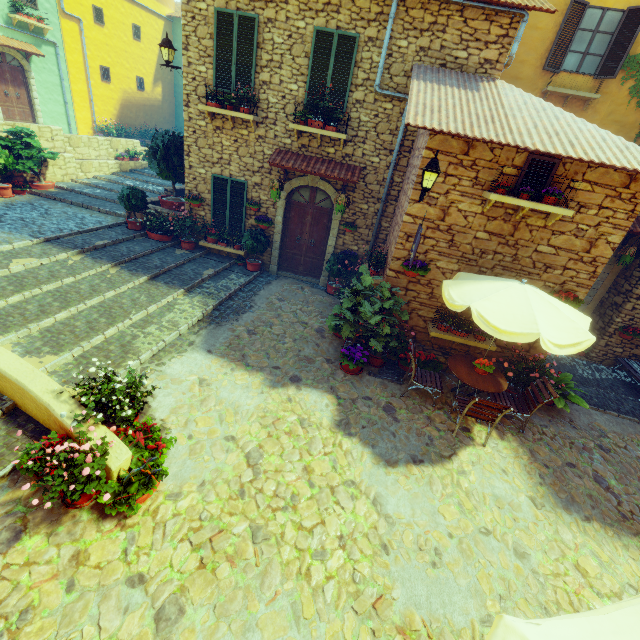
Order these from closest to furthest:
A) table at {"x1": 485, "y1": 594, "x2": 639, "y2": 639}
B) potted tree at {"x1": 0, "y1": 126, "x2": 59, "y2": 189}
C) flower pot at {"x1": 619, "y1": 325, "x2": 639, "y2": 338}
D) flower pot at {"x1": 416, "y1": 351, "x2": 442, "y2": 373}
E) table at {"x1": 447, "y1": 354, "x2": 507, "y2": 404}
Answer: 1. table at {"x1": 485, "y1": 594, "x2": 639, "y2": 639}
2. table at {"x1": 447, "y1": 354, "x2": 507, "y2": 404}
3. flower pot at {"x1": 416, "y1": 351, "x2": 442, "y2": 373}
4. flower pot at {"x1": 619, "y1": 325, "x2": 639, "y2": 338}
5. potted tree at {"x1": 0, "y1": 126, "x2": 59, "y2": 189}

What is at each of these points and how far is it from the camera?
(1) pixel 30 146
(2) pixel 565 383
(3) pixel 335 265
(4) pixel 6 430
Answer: (1) potted tree, 11.45m
(2) flower pot, 7.69m
(3) flower pot, 9.66m
(4) stair, 4.44m

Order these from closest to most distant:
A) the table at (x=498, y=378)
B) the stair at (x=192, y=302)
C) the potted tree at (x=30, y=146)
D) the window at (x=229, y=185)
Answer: the stair at (x=192, y=302) < the table at (x=498, y=378) < the window at (x=229, y=185) < the potted tree at (x=30, y=146)

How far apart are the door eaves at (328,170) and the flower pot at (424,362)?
4.6m

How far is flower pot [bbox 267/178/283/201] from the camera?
8.8m

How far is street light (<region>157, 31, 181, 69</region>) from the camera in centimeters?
857cm

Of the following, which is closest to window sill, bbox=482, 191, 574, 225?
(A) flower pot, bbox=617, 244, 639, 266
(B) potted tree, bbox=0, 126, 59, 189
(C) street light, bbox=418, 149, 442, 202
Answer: (C) street light, bbox=418, 149, 442, 202

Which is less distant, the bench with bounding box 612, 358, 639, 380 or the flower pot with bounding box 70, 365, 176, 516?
the flower pot with bounding box 70, 365, 176, 516
